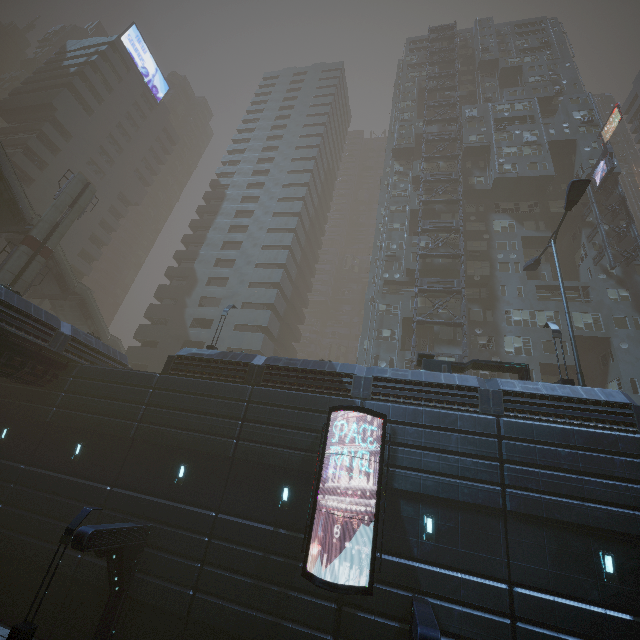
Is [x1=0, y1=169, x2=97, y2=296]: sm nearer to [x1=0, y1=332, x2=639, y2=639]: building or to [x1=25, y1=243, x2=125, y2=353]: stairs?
[x1=25, y1=243, x2=125, y2=353]: stairs

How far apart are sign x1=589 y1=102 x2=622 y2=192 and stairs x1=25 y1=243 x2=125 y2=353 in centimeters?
5355cm

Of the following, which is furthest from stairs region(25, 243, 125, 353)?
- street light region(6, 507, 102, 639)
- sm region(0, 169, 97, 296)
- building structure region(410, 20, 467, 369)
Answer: building structure region(410, 20, 467, 369)

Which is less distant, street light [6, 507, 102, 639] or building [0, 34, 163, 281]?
street light [6, 507, 102, 639]

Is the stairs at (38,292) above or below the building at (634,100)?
below

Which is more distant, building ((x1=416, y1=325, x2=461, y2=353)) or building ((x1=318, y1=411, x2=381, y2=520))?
building ((x1=416, y1=325, x2=461, y2=353))

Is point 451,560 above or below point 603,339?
below

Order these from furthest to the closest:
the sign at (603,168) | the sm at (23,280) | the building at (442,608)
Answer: the sign at (603,168)
the sm at (23,280)
the building at (442,608)
